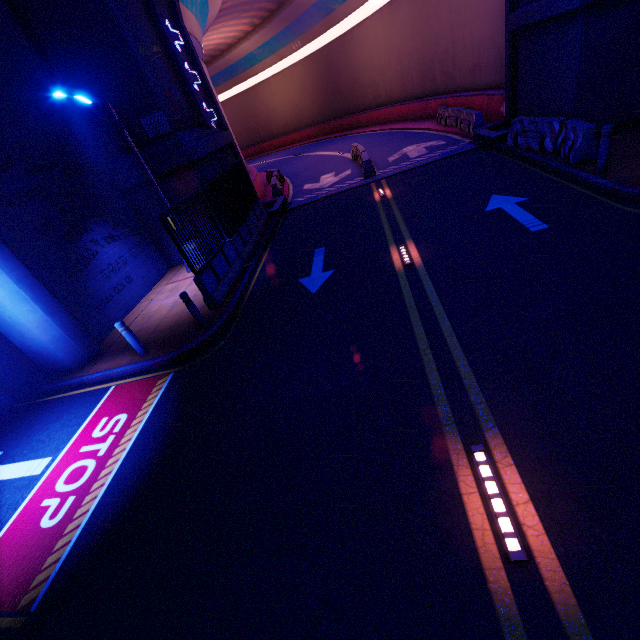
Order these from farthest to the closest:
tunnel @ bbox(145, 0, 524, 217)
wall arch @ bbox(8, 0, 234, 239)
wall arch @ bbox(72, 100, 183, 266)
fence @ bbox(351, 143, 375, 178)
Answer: fence @ bbox(351, 143, 375, 178), tunnel @ bbox(145, 0, 524, 217), wall arch @ bbox(72, 100, 183, 266), wall arch @ bbox(8, 0, 234, 239)

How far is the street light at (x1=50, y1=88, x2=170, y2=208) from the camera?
8.5m

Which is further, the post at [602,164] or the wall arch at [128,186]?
the wall arch at [128,186]

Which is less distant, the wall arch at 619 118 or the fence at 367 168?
the wall arch at 619 118

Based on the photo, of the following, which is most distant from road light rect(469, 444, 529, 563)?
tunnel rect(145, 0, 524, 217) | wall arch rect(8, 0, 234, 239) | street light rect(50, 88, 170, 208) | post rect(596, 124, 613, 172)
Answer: tunnel rect(145, 0, 524, 217)

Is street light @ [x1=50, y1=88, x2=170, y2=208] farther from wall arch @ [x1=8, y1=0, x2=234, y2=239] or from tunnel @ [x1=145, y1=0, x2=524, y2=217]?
tunnel @ [x1=145, y1=0, x2=524, y2=217]

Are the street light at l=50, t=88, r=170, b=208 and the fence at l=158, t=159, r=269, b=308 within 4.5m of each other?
yes

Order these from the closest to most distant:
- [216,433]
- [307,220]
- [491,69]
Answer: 1. [216,433]
2. [307,220]
3. [491,69]
